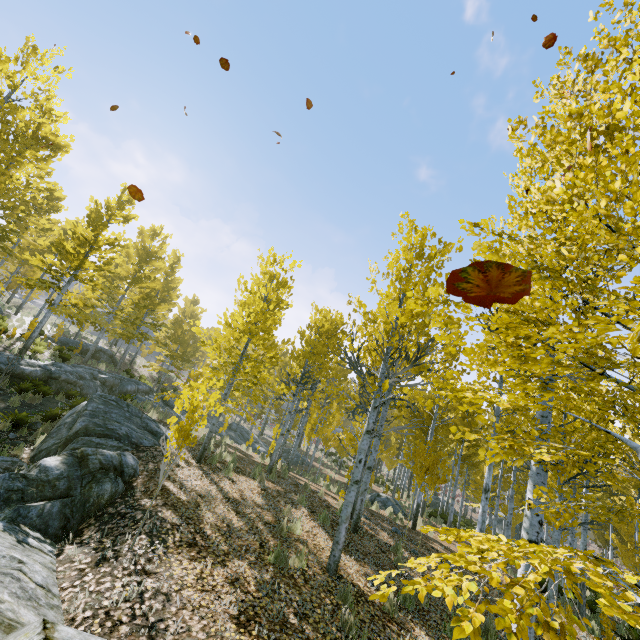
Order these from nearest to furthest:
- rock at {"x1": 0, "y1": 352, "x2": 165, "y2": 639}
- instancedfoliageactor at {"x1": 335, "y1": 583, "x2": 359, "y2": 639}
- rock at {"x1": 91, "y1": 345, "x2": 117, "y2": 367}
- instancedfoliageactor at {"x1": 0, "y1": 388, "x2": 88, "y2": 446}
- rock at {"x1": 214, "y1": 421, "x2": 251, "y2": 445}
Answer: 1. rock at {"x1": 0, "y1": 352, "x2": 165, "y2": 639}
2. instancedfoliageactor at {"x1": 335, "y1": 583, "x2": 359, "y2": 639}
3. instancedfoliageactor at {"x1": 0, "y1": 388, "x2": 88, "y2": 446}
4. rock at {"x1": 214, "y1": 421, "x2": 251, "y2": 445}
5. rock at {"x1": 91, "y1": 345, "x2": 117, "y2": 367}

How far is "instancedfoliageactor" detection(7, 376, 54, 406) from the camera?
11.35m

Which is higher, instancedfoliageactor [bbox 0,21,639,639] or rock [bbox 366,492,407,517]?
instancedfoliageactor [bbox 0,21,639,639]

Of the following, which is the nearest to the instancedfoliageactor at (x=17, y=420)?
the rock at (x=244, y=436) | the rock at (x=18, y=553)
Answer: the rock at (x=18, y=553)

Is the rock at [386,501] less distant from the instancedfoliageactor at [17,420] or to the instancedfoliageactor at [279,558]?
the instancedfoliageactor at [17,420]

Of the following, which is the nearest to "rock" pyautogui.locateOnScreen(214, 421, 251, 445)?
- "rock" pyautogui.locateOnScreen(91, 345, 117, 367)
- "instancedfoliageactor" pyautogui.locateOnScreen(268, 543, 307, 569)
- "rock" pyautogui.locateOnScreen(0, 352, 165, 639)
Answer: "rock" pyautogui.locateOnScreen(91, 345, 117, 367)

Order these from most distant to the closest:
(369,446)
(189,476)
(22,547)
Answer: (369,446) < (189,476) < (22,547)

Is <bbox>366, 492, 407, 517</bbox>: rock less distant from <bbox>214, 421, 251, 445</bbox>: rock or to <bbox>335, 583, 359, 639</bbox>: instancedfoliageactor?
<bbox>335, 583, 359, 639</bbox>: instancedfoliageactor
